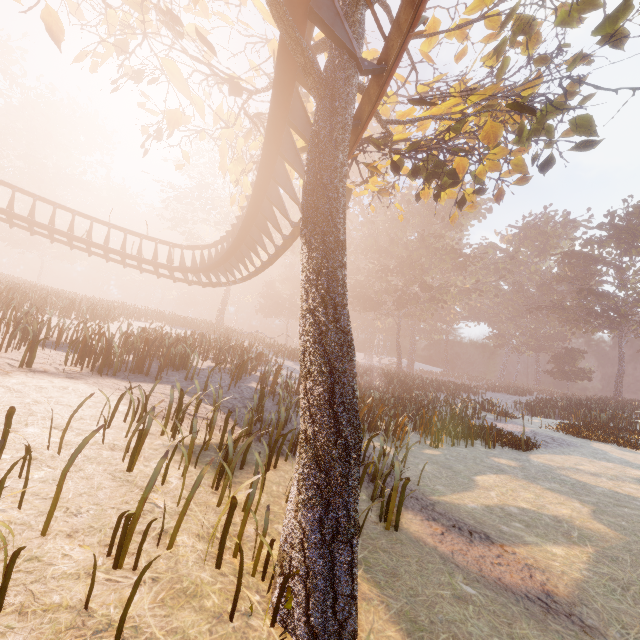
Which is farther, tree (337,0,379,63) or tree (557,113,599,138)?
tree (557,113,599,138)

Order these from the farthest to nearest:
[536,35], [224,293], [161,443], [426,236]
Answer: [426,236], [224,293], [536,35], [161,443]

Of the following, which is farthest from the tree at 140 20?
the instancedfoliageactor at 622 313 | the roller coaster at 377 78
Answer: the instancedfoliageactor at 622 313

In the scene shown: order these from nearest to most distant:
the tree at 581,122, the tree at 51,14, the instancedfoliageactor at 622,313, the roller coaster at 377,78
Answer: the roller coaster at 377,78, the tree at 51,14, the tree at 581,122, the instancedfoliageactor at 622,313

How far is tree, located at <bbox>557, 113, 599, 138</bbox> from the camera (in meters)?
A: 7.20

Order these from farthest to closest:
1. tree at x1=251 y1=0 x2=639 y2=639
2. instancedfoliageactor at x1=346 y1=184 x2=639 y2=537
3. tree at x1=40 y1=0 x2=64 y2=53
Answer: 1. instancedfoliageactor at x1=346 y1=184 x2=639 y2=537
2. tree at x1=40 y1=0 x2=64 y2=53
3. tree at x1=251 y1=0 x2=639 y2=639

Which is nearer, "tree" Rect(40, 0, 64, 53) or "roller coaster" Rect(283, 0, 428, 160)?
"roller coaster" Rect(283, 0, 428, 160)
